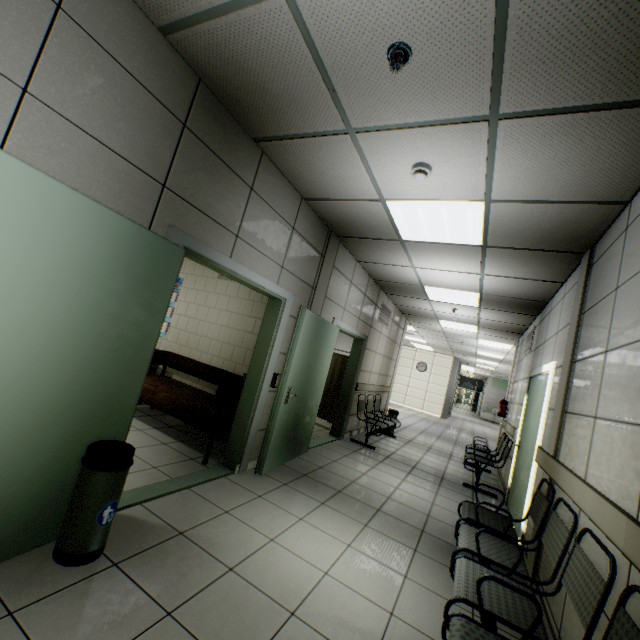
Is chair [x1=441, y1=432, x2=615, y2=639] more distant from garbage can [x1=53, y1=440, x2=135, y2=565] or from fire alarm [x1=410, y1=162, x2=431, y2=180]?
fire alarm [x1=410, y1=162, x2=431, y2=180]

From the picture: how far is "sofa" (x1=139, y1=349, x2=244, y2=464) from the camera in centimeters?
370cm

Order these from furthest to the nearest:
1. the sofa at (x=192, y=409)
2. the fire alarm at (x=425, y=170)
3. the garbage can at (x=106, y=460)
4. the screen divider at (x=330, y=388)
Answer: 1. the screen divider at (x=330, y=388)
2. the sofa at (x=192, y=409)
3. the fire alarm at (x=425, y=170)
4. the garbage can at (x=106, y=460)

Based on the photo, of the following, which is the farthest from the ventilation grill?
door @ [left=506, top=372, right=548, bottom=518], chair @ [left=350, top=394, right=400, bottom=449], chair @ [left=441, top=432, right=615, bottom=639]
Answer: chair @ [left=441, top=432, right=615, bottom=639]

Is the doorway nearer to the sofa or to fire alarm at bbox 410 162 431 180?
the sofa

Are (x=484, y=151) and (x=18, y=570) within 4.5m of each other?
yes

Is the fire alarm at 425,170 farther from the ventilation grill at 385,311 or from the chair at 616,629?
the ventilation grill at 385,311

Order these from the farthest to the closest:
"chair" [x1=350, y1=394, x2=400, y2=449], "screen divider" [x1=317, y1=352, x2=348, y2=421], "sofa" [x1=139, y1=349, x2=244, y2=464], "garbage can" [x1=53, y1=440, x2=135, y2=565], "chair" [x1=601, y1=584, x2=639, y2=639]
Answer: "screen divider" [x1=317, y1=352, x2=348, y2=421] → "chair" [x1=350, y1=394, x2=400, y2=449] → "sofa" [x1=139, y1=349, x2=244, y2=464] → "garbage can" [x1=53, y1=440, x2=135, y2=565] → "chair" [x1=601, y1=584, x2=639, y2=639]
